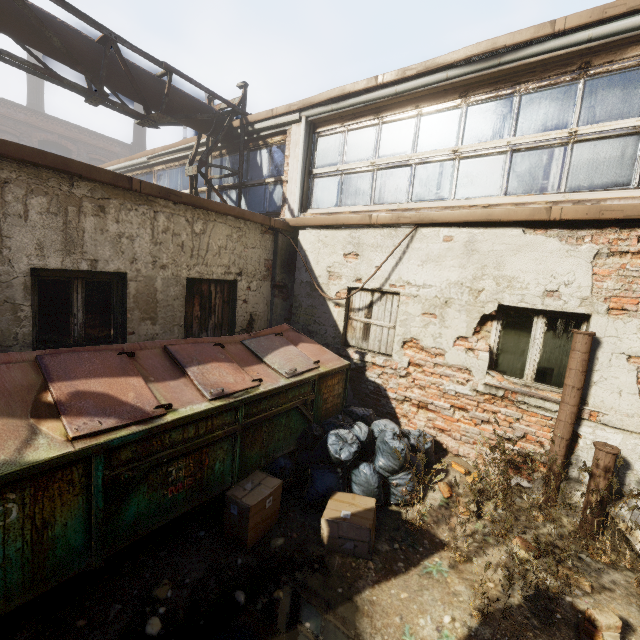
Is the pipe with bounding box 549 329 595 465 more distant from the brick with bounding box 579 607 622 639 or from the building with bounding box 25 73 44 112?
the building with bounding box 25 73 44 112

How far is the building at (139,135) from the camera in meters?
25.5 m

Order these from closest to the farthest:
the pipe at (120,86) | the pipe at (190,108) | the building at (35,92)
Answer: the pipe at (120,86)
the pipe at (190,108)
the building at (35,92)

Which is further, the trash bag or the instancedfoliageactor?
Answer: the trash bag

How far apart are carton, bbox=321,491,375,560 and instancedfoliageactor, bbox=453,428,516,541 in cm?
104

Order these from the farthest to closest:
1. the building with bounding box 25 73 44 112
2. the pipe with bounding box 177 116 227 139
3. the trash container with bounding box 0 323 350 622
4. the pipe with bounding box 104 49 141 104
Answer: the building with bounding box 25 73 44 112 → the pipe with bounding box 177 116 227 139 → the pipe with bounding box 104 49 141 104 → the trash container with bounding box 0 323 350 622

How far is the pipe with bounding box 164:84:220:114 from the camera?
6.6m

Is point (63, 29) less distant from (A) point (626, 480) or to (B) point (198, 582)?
(B) point (198, 582)
